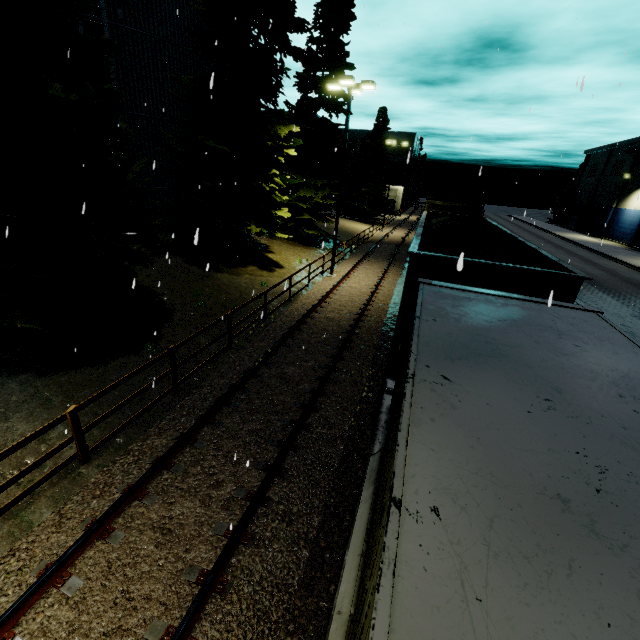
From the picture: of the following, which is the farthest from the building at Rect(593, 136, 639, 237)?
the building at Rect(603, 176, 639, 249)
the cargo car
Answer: the cargo car

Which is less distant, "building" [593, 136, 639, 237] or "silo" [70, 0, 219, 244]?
"silo" [70, 0, 219, 244]

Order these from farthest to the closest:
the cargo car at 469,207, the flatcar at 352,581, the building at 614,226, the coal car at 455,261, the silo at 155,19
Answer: the building at 614,226 → the cargo car at 469,207 → the silo at 155,19 → the coal car at 455,261 → the flatcar at 352,581

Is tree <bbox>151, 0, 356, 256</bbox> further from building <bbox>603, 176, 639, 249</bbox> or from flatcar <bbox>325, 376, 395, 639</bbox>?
building <bbox>603, 176, 639, 249</bbox>

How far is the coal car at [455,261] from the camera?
5.7 meters

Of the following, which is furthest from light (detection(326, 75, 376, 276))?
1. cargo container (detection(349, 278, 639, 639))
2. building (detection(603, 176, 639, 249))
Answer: building (detection(603, 176, 639, 249))

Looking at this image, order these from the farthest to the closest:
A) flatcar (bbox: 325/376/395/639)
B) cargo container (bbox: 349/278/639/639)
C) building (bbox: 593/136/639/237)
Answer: building (bbox: 593/136/639/237) → flatcar (bbox: 325/376/395/639) → cargo container (bbox: 349/278/639/639)

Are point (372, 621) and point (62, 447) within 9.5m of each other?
yes
